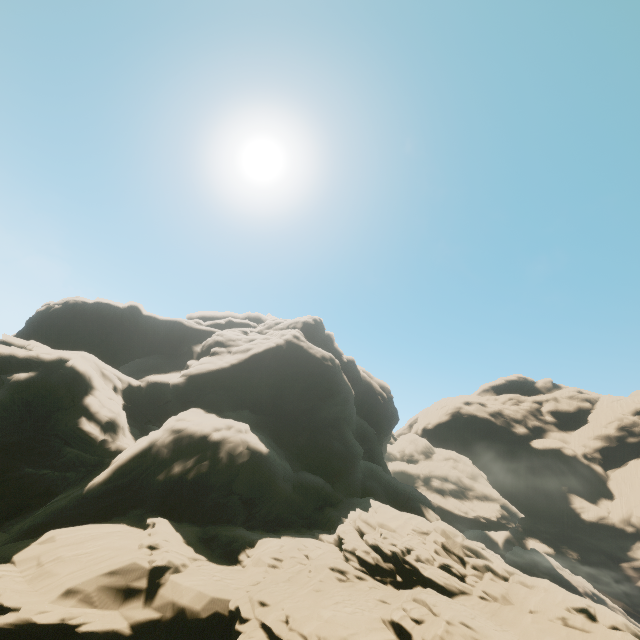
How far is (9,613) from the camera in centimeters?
1173cm
